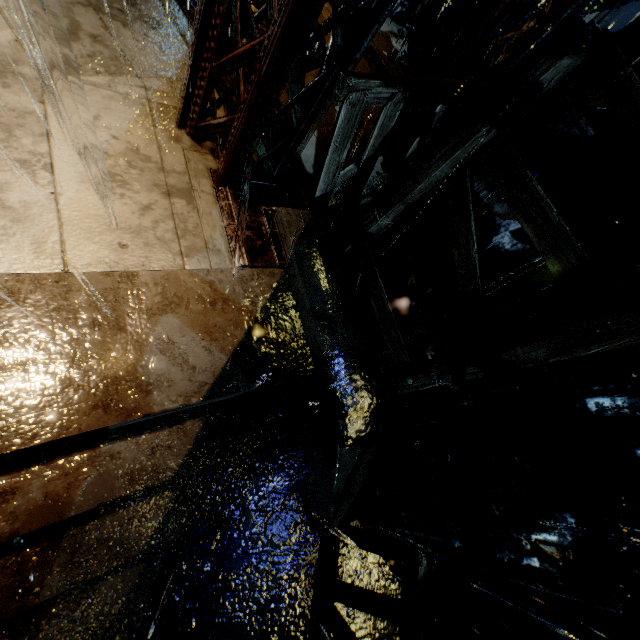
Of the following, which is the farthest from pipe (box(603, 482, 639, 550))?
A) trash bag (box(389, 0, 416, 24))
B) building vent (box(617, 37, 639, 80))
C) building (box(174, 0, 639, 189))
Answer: trash bag (box(389, 0, 416, 24))

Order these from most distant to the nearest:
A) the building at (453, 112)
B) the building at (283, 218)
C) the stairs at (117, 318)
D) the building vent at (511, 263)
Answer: the building vent at (511, 263) → the building at (453, 112) → the building at (283, 218) → the stairs at (117, 318)

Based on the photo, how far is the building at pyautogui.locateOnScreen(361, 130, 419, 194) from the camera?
5.5m

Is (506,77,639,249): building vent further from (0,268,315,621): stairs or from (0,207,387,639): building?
(0,268,315,621): stairs

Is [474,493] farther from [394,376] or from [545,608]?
[545,608]

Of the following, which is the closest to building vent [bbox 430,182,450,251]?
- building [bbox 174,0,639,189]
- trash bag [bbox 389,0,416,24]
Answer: building [bbox 174,0,639,189]

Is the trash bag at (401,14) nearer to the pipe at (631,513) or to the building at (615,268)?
the building at (615,268)

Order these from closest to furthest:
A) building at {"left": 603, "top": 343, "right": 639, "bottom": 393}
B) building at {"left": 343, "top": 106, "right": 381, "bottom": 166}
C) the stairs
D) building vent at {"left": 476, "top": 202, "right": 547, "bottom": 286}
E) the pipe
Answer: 1. the stairs
2. the pipe
3. building at {"left": 343, "top": 106, "right": 381, "bottom": 166}
4. building vent at {"left": 476, "top": 202, "right": 547, "bottom": 286}
5. building at {"left": 603, "top": 343, "right": 639, "bottom": 393}
